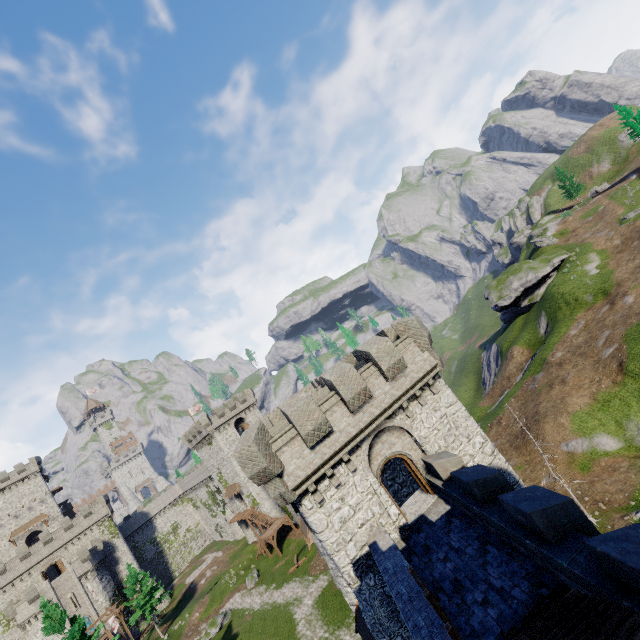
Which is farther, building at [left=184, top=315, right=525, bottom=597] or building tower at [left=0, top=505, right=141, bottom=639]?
building tower at [left=0, top=505, right=141, bottom=639]

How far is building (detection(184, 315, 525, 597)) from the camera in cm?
1398

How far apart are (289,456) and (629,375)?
31.2m

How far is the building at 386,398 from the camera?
13.98m

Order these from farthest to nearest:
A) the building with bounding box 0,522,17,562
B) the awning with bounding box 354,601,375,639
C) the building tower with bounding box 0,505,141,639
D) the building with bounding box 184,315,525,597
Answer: the building with bounding box 0,522,17,562 → the building tower with bounding box 0,505,141,639 → the awning with bounding box 354,601,375,639 → the building with bounding box 184,315,525,597

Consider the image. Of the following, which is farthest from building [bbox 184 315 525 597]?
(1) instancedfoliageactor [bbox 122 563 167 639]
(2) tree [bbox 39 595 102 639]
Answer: (1) instancedfoliageactor [bbox 122 563 167 639]

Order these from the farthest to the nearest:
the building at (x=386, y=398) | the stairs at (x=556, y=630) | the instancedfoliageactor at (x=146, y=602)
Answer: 1. the instancedfoliageactor at (x=146, y=602)
2. the building at (x=386, y=398)
3. the stairs at (x=556, y=630)

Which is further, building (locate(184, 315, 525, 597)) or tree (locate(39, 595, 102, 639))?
tree (locate(39, 595, 102, 639))
